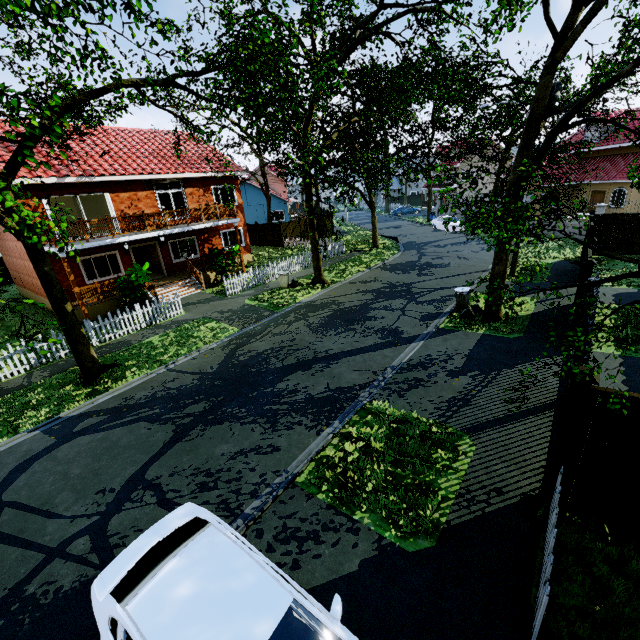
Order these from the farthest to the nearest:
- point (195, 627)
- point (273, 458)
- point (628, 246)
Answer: point (628, 246), point (273, 458), point (195, 627)

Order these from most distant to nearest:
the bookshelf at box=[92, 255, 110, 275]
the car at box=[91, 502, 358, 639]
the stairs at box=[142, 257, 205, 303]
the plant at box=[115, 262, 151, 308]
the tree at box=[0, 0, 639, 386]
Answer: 1. the bookshelf at box=[92, 255, 110, 275]
2. the stairs at box=[142, 257, 205, 303]
3. the plant at box=[115, 262, 151, 308]
4. the tree at box=[0, 0, 639, 386]
5. the car at box=[91, 502, 358, 639]

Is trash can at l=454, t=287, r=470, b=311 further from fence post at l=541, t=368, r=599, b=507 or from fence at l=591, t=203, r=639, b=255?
fence post at l=541, t=368, r=599, b=507

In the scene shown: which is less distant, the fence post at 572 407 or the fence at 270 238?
the fence post at 572 407

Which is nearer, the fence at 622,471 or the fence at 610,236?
the fence at 622,471

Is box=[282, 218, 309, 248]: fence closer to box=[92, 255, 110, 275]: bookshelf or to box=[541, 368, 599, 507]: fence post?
box=[92, 255, 110, 275]: bookshelf

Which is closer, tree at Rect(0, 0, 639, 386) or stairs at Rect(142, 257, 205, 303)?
tree at Rect(0, 0, 639, 386)

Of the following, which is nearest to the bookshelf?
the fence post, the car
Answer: the car
